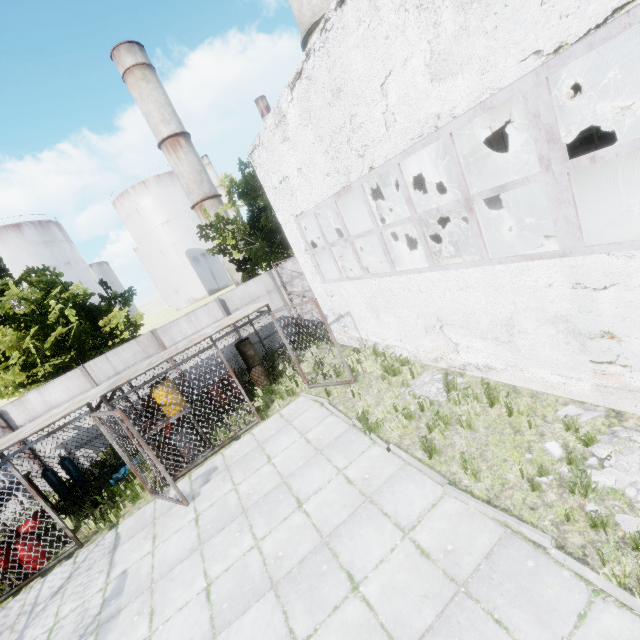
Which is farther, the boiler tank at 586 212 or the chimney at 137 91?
the chimney at 137 91

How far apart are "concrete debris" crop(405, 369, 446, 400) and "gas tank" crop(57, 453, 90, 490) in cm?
1139

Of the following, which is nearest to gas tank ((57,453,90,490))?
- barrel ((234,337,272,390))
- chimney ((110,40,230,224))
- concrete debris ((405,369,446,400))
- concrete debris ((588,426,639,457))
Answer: barrel ((234,337,272,390))

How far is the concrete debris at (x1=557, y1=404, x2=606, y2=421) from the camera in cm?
528

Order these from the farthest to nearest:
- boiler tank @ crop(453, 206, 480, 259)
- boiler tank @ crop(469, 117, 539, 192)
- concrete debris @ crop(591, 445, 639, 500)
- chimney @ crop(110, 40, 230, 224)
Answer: chimney @ crop(110, 40, 230, 224), boiler tank @ crop(453, 206, 480, 259), boiler tank @ crop(469, 117, 539, 192), concrete debris @ crop(591, 445, 639, 500)

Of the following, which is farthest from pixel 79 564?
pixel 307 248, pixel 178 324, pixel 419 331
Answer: pixel 307 248

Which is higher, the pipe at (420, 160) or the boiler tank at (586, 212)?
the pipe at (420, 160)

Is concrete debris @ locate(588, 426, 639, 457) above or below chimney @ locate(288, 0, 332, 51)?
below
